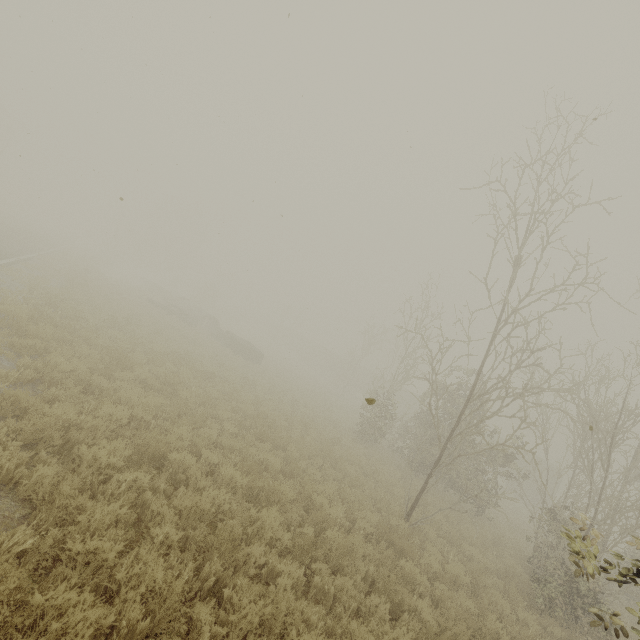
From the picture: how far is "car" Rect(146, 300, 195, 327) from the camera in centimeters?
2652cm

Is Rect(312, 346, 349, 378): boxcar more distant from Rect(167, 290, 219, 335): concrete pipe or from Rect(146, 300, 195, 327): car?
Rect(146, 300, 195, 327): car

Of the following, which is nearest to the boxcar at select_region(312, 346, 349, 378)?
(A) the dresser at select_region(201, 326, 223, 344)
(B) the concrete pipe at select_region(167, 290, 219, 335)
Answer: (B) the concrete pipe at select_region(167, 290, 219, 335)

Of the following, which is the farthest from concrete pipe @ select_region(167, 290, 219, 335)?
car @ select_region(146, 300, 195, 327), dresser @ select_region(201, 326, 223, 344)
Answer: car @ select_region(146, 300, 195, 327)

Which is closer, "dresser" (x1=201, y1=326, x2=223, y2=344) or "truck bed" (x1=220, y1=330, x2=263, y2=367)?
"truck bed" (x1=220, y1=330, x2=263, y2=367)

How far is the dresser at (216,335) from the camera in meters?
29.0 m

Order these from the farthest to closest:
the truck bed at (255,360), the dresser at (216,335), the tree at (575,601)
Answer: the dresser at (216,335) → the truck bed at (255,360) → the tree at (575,601)

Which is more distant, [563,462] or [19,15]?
[563,462]
